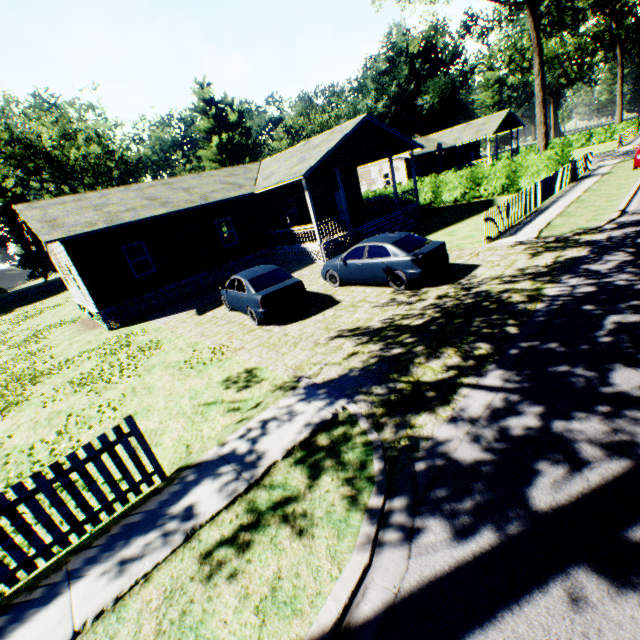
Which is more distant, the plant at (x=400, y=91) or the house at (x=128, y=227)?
the plant at (x=400, y=91)

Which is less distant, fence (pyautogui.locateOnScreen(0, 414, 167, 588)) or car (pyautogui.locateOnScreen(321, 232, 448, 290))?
fence (pyautogui.locateOnScreen(0, 414, 167, 588))

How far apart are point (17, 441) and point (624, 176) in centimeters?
2873cm

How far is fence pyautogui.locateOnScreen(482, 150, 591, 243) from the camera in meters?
13.0

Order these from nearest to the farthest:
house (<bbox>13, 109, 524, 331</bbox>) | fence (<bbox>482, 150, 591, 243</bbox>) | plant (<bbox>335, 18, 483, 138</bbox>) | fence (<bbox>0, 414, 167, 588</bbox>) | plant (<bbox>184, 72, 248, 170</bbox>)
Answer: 1. fence (<bbox>0, 414, 167, 588</bbox>)
2. fence (<bbox>482, 150, 591, 243</bbox>)
3. house (<bbox>13, 109, 524, 331</bbox>)
4. plant (<bbox>335, 18, 483, 138</bbox>)
5. plant (<bbox>184, 72, 248, 170</bbox>)

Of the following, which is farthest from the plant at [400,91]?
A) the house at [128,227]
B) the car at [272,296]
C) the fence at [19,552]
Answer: the house at [128,227]

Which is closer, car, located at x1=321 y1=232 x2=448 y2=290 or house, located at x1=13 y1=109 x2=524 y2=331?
car, located at x1=321 y1=232 x2=448 y2=290

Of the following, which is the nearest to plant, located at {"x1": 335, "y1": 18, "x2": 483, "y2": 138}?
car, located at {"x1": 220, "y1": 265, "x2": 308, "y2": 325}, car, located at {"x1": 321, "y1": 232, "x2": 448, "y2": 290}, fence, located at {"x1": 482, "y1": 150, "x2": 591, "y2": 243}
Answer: fence, located at {"x1": 482, "y1": 150, "x2": 591, "y2": 243}
